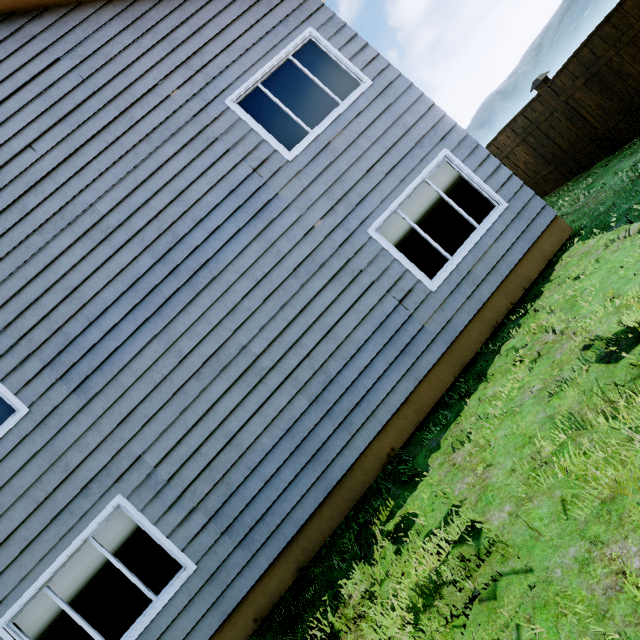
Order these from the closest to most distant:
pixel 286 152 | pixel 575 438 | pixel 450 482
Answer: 1. pixel 575 438
2. pixel 450 482
3. pixel 286 152

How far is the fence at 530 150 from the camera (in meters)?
6.97

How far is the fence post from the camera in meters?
6.6 m

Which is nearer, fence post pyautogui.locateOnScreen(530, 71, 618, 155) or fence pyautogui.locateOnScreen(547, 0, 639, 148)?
fence pyautogui.locateOnScreen(547, 0, 639, 148)

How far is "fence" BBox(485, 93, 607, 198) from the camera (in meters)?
6.97

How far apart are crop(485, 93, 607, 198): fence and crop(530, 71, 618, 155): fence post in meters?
0.0

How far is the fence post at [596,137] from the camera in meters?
6.6 m

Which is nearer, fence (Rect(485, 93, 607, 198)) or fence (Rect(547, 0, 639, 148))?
fence (Rect(547, 0, 639, 148))
